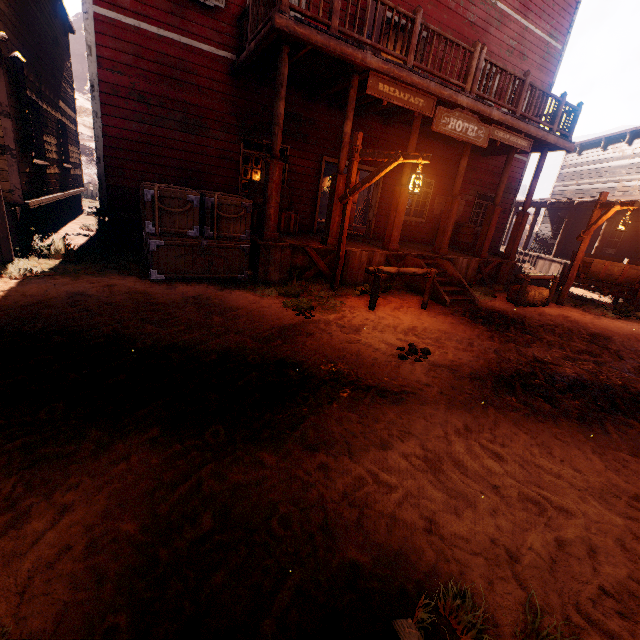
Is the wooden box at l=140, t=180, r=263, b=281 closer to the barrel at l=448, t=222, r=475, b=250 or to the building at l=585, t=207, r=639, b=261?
the building at l=585, t=207, r=639, b=261

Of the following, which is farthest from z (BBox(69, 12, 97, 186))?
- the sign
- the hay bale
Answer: the sign

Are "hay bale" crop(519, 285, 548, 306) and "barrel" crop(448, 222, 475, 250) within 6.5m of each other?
yes

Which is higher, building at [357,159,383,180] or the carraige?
building at [357,159,383,180]

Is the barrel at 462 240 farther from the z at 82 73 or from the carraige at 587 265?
the carraige at 587 265

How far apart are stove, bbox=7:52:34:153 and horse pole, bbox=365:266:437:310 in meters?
7.9 m

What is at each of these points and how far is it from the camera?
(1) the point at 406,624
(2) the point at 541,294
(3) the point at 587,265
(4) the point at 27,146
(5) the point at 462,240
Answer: (1) building, 1.51m
(2) hay bale, 9.36m
(3) carraige, 10.36m
(4) stove, 7.14m
(5) barrel, 12.36m

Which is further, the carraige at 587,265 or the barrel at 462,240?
the barrel at 462,240
